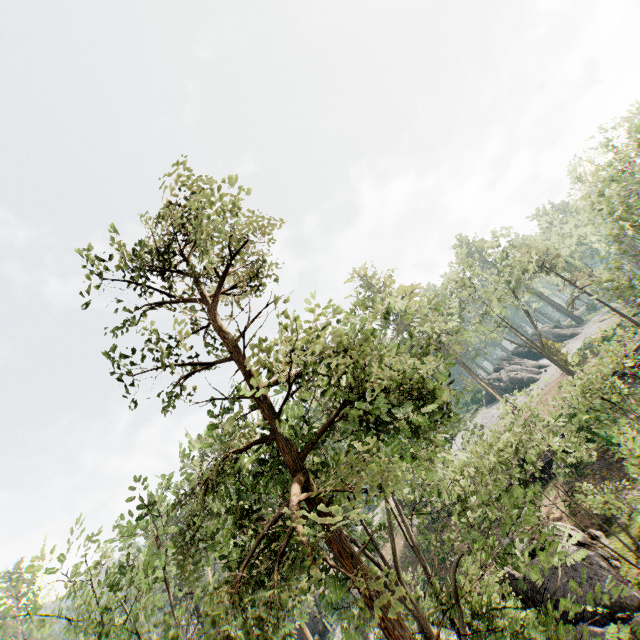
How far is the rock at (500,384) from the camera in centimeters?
5278cm

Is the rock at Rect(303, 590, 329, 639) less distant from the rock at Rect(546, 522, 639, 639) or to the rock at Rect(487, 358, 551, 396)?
the rock at Rect(546, 522, 639, 639)

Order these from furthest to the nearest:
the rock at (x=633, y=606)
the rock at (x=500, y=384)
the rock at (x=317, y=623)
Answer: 1. the rock at (x=500, y=384)
2. the rock at (x=317, y=623)
3. the rock at (x=633, y=606)

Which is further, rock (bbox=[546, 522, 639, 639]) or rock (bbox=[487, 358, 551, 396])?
rock (bbox=[487, 358, 551, 396])

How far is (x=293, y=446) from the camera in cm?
983

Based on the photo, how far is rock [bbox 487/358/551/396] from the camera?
52.8 meters

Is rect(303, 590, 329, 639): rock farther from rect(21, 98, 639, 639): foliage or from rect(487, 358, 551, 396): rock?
rect(487, 358, 551, 396): rock

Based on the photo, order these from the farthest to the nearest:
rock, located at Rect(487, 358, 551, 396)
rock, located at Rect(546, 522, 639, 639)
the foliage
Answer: rock, located at Rect(487, 358, 551, 396) → rock, located at Rect(546, 522, 639, 639) → the foliage
